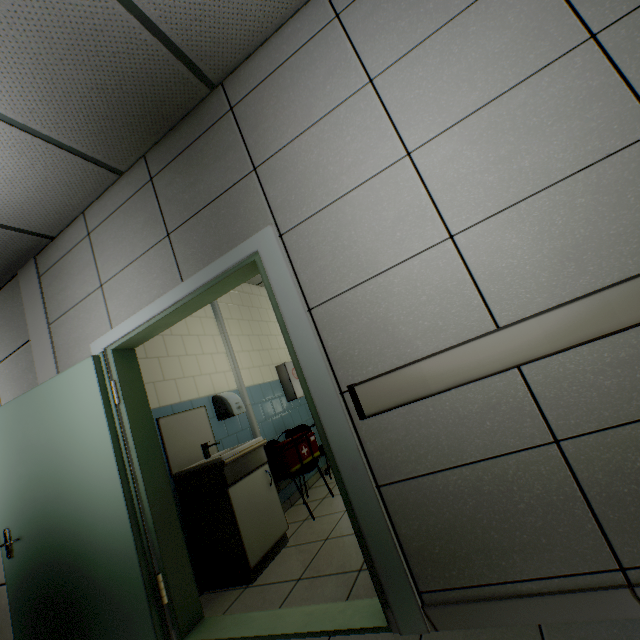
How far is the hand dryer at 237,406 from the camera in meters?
3.6

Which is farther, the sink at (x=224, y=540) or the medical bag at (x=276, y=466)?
the medical bag at (x=276, y=466)

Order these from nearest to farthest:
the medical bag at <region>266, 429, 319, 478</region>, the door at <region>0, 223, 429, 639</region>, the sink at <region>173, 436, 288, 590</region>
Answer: the door at <region>0, 223, 429, 639</region> → the sink at <region>173, 436, 288, 590</region> → the medical bag at <region>266, 429, 319, 478</region>

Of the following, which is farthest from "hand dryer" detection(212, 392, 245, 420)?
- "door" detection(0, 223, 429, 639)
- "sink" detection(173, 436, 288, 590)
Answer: "door" detection(0, 223, 429, 639)

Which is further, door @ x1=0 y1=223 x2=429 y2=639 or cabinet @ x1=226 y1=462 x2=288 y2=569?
cabinet @ x1=226 y1=462 x2=288 y2=569

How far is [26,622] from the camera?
2.4 meters

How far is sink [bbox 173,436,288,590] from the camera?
2.58m
